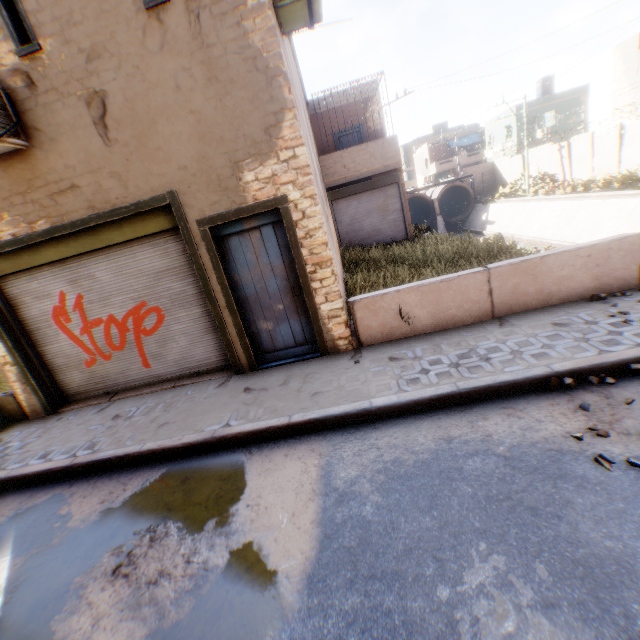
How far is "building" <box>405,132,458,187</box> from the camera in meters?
44.4

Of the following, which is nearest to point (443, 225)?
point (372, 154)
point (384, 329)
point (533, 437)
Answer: point (372, 154)

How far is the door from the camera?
5.4 meters

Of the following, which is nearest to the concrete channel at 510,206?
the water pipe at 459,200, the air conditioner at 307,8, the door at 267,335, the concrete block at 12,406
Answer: the water pipe at 459,200

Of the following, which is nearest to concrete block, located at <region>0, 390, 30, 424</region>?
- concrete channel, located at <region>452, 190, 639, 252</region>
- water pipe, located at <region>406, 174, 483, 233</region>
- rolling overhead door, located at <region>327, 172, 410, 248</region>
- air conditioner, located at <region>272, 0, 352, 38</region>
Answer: rolling overhead door, located at <region>327, 172, 410, 248</region>

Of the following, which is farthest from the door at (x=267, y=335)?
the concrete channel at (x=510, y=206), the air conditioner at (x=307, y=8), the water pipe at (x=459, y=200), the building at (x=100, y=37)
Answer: the water pipe at (x=459, y=200)

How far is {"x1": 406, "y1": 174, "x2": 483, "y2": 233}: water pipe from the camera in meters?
32.4 m
